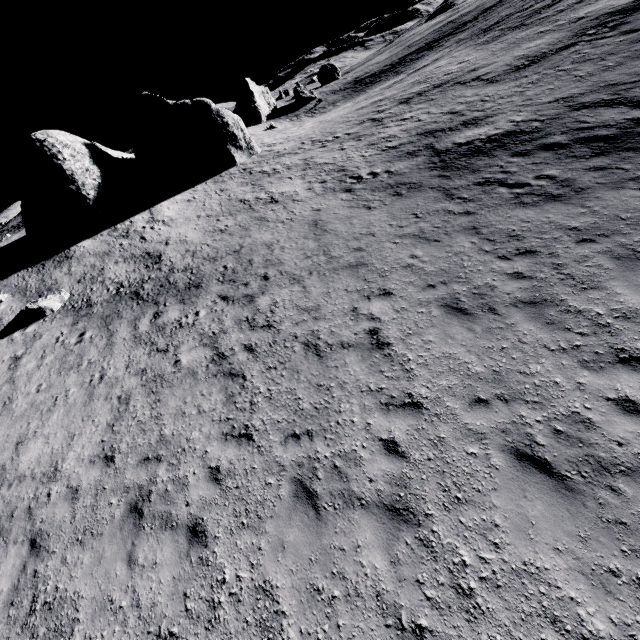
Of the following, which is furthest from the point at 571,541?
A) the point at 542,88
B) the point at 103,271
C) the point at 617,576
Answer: the point at 103,271

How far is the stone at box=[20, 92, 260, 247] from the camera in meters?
22.4 m

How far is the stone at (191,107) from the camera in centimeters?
2244cm

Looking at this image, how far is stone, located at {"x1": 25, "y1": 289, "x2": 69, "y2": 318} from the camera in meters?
16.4 m

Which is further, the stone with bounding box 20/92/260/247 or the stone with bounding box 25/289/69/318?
the stone with bounding box 20/92/260/247

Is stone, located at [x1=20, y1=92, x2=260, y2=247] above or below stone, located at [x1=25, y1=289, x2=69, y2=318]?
above

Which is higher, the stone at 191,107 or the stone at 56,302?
the stone at 191,107
